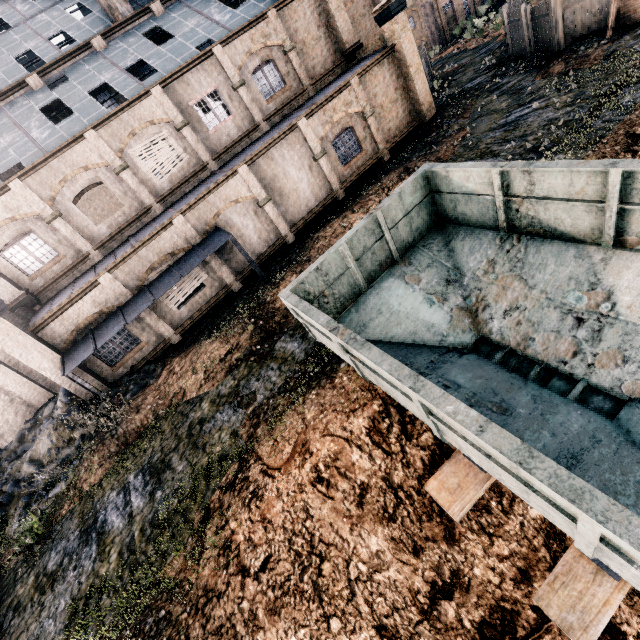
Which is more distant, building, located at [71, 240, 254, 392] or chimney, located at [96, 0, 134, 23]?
chimney, located at [96, 0, 134, 23]

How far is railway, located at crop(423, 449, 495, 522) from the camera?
5.75m

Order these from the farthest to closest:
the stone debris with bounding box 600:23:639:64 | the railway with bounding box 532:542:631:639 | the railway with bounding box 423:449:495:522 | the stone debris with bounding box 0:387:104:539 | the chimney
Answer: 1. the chimney
2. the stone debris with bounding box 600:23:639:64
3. the stone debris with bounding box 0:387:104:539
4. the railway with bounding box 423:449:495:522
5. the railway with bounding box 532:542:631:639

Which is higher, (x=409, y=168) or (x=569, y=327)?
(x=569, y=327)

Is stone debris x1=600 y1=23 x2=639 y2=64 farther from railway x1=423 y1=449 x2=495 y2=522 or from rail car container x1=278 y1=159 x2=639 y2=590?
railway x1=423 y1=449 x2=495 y2=522

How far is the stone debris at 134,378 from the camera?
15.0m

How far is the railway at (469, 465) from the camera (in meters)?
5.75

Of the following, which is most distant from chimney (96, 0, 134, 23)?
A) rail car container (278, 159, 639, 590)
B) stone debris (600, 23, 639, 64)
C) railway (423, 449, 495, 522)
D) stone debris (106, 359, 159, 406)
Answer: railway (423, 449, 495, 522)
